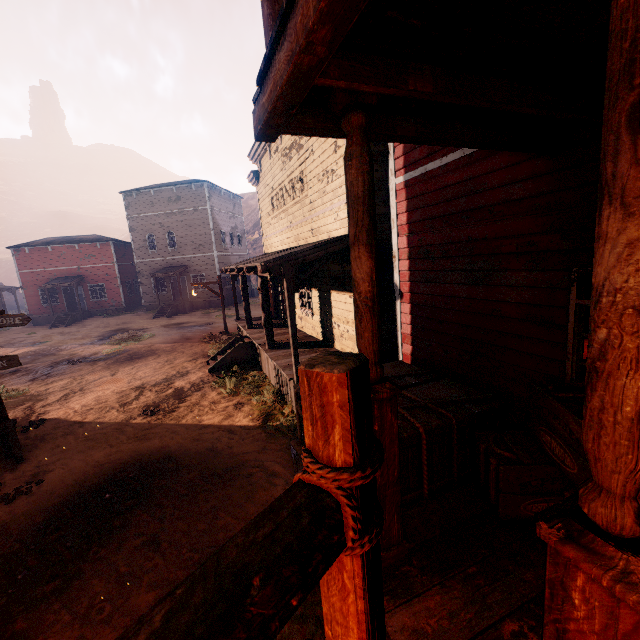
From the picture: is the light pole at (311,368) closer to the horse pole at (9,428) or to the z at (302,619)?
the z at (302,619)

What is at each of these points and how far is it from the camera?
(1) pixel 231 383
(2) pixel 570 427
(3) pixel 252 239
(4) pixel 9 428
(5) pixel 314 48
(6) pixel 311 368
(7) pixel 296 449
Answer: (1) z, 9.54m
(2) wooden box, 2.72m
(3) z, 58.06m
(4) horse pole, 6.70m
(5) building, 1.44m
(6) light pole, 0.87m
(7) wooden box, 4.88m

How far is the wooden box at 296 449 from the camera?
4.84m

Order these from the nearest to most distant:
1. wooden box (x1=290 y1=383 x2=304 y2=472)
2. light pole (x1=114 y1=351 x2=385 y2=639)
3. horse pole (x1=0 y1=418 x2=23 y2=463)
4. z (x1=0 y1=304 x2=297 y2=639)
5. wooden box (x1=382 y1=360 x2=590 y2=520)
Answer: light pole (x1=114 y1=351 x2=385 y2=639) → wooden box (x1=382 y1=360 x2=590 y2=520) → z (x1=0 y1=304 x2=297 y2=639) → wooden box (x1=290 y1=383 x2=304 y2=472) → horse pole (x1=0 y1=418 x2=23 y2=463)

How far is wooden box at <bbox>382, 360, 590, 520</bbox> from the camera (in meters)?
2.92

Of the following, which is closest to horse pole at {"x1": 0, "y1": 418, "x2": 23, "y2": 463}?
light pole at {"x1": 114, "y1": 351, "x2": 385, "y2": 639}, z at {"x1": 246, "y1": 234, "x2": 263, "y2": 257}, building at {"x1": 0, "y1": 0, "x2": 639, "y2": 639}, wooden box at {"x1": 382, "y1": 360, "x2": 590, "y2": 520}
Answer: z at {"x1": 246, "y1": 234, "x2": 263, "y2": 257}

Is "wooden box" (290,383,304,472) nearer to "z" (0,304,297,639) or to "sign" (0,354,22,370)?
"z" (0,304,297,639)

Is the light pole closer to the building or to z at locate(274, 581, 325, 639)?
z at locate(274, 581, 325, 639)
